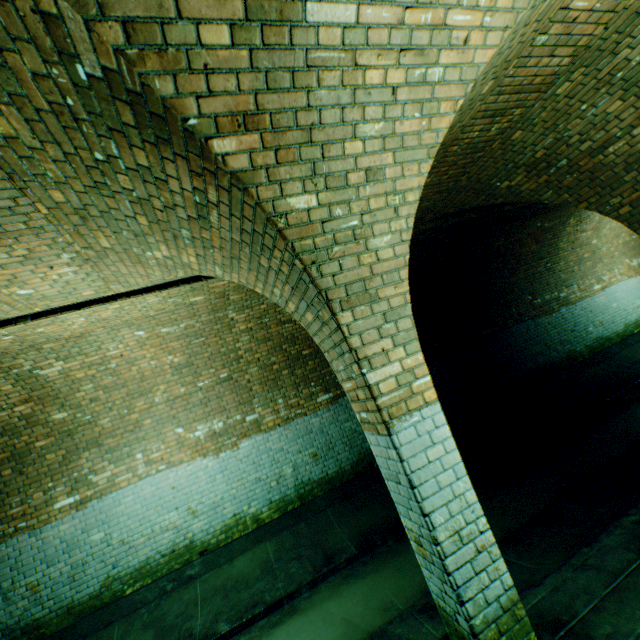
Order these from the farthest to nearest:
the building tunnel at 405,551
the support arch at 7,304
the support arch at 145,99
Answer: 1. the building tunnel at 405,551
2. the support arch at 7,304
3. the support arch at 145,99

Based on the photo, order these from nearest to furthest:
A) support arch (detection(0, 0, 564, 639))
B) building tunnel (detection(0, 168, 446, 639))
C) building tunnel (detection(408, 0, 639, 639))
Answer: support arch (detection(0, 0, 564, 639)), building tunnel (detection(408, 0, 639, 639)), building tunnel (detection(0, 168, 446, 639))

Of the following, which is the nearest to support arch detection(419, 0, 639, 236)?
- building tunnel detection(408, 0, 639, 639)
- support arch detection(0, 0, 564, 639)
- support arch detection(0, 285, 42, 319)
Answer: building tunnel detection(408, 0, 639, 639)

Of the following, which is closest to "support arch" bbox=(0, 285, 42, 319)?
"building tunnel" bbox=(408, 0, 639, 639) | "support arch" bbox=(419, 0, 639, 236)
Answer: "building tunnel" bbox=(408, 0, 639, 639)

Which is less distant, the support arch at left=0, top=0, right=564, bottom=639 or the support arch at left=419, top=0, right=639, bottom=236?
the support arch at left=0, top=0, right=564, bottom=639

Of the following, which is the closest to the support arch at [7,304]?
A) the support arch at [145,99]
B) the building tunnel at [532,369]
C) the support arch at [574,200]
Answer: the building tunnel at [532,369]

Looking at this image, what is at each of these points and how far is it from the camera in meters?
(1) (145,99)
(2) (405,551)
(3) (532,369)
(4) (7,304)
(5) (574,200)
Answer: (1) support arch, 1.6
(2) building tunnel, 4.9
(3) building tunnel, 8.9
(4) support arch, 3.5
(5) support arch, 4.8

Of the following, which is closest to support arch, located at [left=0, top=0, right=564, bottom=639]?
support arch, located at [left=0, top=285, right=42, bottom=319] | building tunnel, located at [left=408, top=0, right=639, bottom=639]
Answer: building tunnel, located at [left=408, top=0, right=639, bottom=639]
